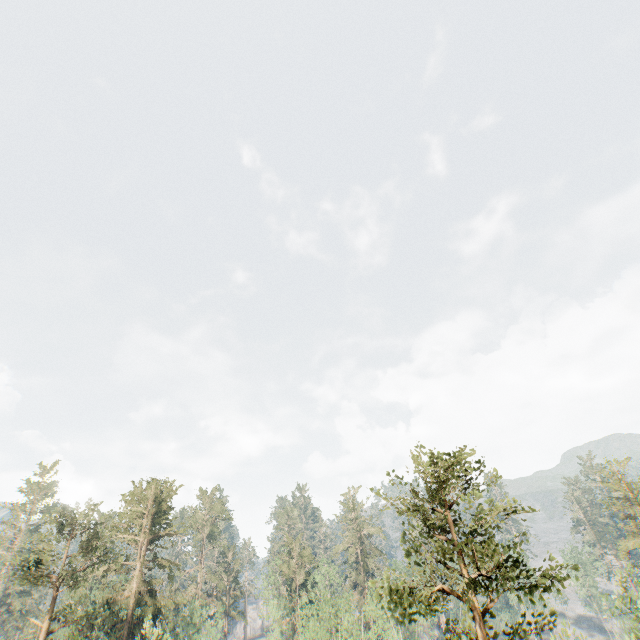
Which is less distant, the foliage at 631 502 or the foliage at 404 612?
the foliage at 404 612

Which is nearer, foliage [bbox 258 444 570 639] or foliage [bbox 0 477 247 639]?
foliage [bbox 258 444 570 639]

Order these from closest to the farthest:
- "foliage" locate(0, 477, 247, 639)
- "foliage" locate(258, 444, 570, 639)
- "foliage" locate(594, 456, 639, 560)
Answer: "foliage" locate(258, 444, 570, 639) → "foliage" locate(0, 477, 247, 639) → "foliage" locate(594, 456, 639, 560)

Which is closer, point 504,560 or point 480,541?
point 480,541

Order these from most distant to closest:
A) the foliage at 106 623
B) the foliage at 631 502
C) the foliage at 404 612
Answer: the foliage at 631 502 < the foliage at 106 623 < the foliage at 404 612
